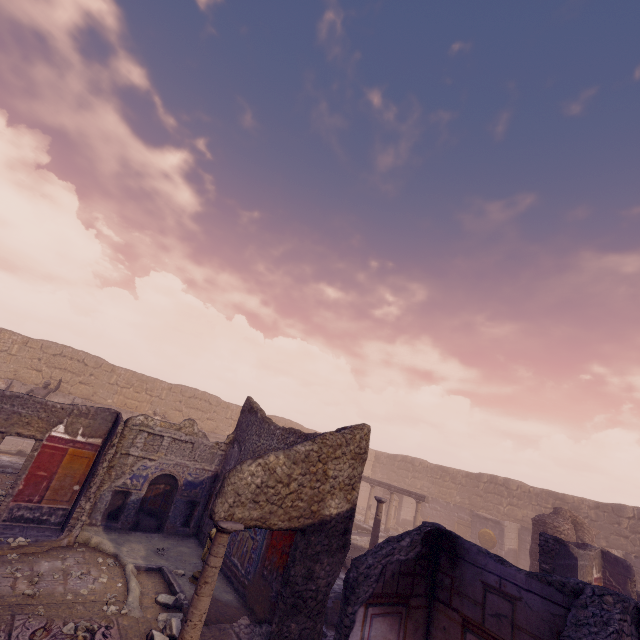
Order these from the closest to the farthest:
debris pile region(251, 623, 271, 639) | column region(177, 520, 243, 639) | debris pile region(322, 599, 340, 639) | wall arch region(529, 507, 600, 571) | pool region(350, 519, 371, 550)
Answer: column region(177, 520, 243, 639)
debris pile region(251, 623, 271, 639)
debris pile region(322, 599, 340, 639)
wall arch region(529, 507, 600, 571)
pool region(350, 519, 371, 550)

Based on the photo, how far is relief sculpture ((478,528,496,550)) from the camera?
18.4 meters

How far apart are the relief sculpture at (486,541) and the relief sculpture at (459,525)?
1.7m

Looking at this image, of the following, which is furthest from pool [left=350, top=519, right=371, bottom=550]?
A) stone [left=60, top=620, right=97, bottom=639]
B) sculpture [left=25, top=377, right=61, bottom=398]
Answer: sculpture [left=25, top=377, right=61, bottom=398]

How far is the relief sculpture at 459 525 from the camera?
21.0m

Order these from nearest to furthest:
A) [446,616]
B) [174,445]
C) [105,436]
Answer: [446,616]
[105,436]
[174,445]

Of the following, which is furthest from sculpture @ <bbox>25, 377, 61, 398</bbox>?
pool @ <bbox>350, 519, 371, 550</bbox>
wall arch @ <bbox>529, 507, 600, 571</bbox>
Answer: wall arch @ <bbox>529, 507, 600, 571</bbox>

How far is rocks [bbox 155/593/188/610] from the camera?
6.08m
